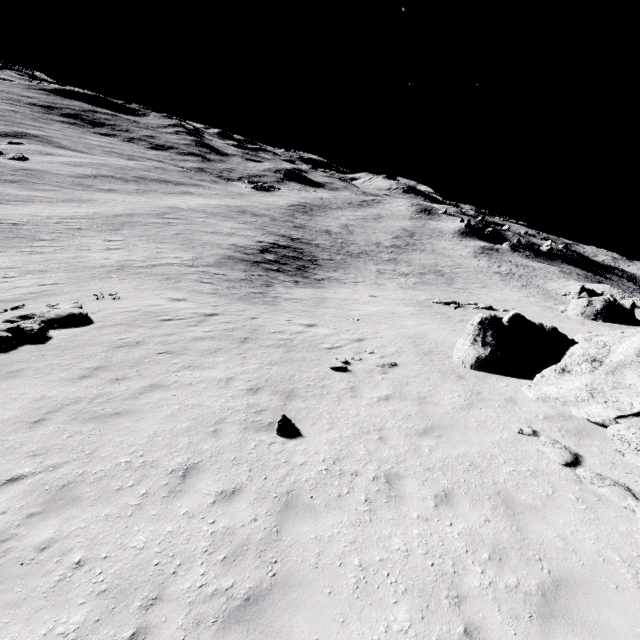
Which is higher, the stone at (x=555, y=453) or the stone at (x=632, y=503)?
the stone at (x=632, y=503)

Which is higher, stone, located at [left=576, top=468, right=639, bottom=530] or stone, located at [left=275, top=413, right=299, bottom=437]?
stone, located at [left=576, top=468, right=639, bottom=530]

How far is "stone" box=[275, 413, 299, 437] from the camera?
8.0 meters

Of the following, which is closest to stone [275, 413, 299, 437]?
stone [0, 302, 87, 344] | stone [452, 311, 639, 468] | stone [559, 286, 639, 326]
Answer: stone [452, 311, 639, 468]

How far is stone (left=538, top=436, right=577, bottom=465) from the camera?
7.4 meters

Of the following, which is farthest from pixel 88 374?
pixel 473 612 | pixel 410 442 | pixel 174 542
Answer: pixel 473 612

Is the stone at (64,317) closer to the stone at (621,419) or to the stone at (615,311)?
the stone at (621,419)
